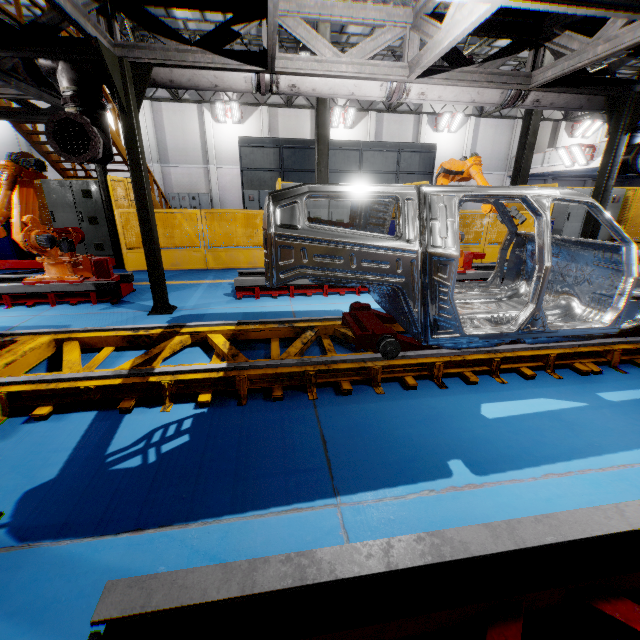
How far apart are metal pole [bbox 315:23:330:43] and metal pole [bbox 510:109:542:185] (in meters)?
6.07

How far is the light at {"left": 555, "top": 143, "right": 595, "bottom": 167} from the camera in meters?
19.8

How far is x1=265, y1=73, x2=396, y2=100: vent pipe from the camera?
4.61m

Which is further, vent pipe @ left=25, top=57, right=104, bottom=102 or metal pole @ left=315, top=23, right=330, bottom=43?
metal pole @ left=315, top=23, right=330, bottom=43

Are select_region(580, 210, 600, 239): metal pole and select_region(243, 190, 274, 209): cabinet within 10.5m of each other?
no

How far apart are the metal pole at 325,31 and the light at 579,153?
18.16m

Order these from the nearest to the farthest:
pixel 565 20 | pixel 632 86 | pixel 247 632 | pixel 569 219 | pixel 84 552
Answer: pixel 247 632 < pixel 84 552 < pixel 565 20 < pixel 632 86 < pixel 569 219

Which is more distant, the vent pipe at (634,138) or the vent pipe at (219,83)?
the vent pipe at (634,138)
